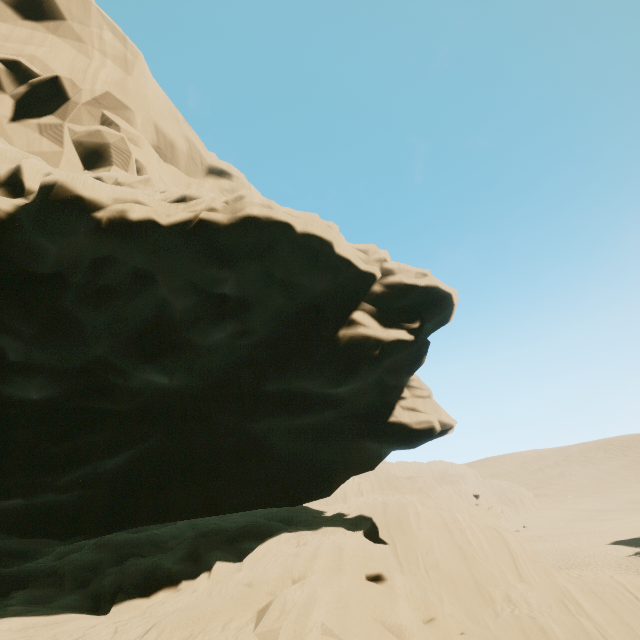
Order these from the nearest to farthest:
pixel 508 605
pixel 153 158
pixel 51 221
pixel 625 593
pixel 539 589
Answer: pixel 51 221 → pixel 508 605 → pixel 539 589 → pixel 625 593 → pixel 153 158
